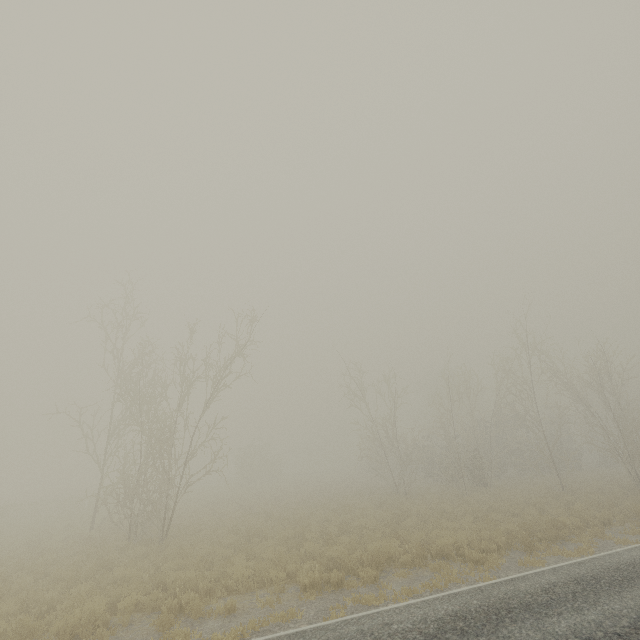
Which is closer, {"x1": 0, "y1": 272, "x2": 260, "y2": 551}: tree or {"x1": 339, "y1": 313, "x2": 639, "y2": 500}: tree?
{"x1": 0, "y1": 272, "x2": 260, "y2": 551}: tree

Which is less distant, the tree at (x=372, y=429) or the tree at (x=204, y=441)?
the tree at (x=204, y=441)

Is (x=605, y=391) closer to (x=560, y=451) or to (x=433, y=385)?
(x=560, y=451)
